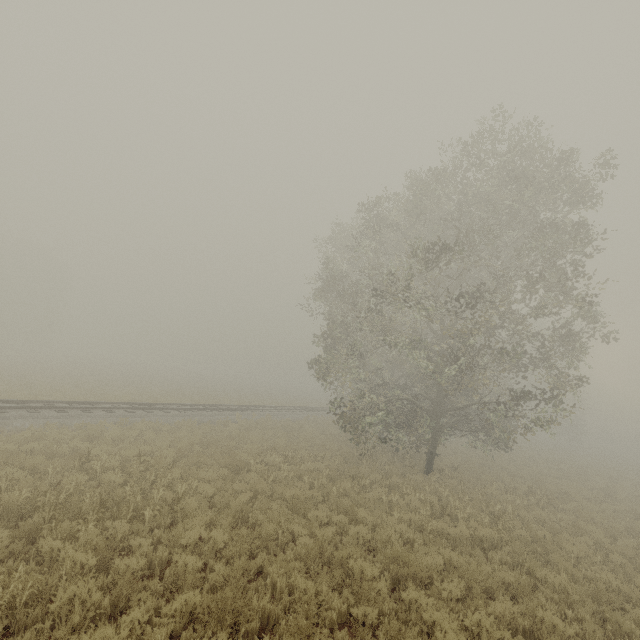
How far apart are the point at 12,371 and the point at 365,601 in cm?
3467

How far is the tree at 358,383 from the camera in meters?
12.9 m

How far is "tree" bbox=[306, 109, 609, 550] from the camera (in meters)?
12.93
